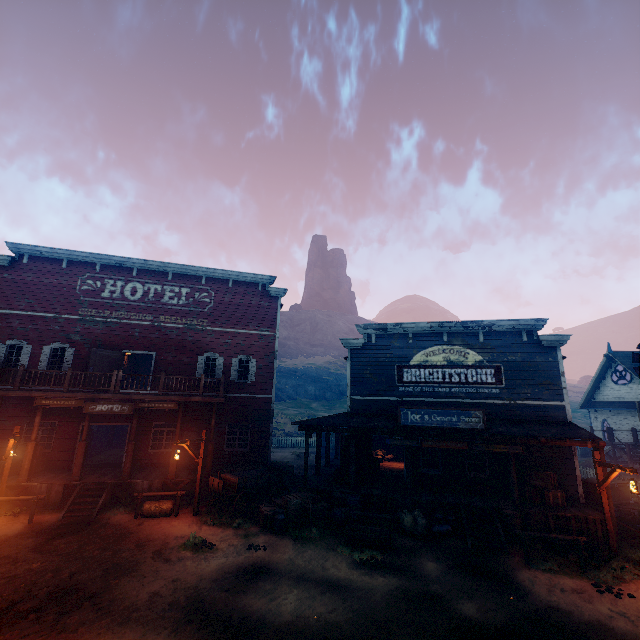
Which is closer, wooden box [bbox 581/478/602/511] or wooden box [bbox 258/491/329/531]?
wooden box [bbox 258/491/329/531]

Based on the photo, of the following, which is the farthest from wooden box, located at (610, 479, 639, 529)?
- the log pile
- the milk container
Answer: the milk container

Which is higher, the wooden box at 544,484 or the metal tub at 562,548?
the wooden box at 544,484

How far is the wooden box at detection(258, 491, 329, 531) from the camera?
12.21m

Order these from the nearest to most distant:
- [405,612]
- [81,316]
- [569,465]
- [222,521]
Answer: [405,612]
[222,521]
[569,465]
[81,316]

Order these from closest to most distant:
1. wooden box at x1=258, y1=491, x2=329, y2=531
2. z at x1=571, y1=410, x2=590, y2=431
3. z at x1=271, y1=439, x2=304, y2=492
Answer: wooden box at x1=258, y1=491, x2=329, y2=531, z at x1=271, y1=439, x2=304, y2=492, z at x1=571, y1=410, x2=590, y2=431

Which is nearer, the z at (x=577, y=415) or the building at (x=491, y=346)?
the building at (x=491, y=346)

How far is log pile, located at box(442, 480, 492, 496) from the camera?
13.88m
